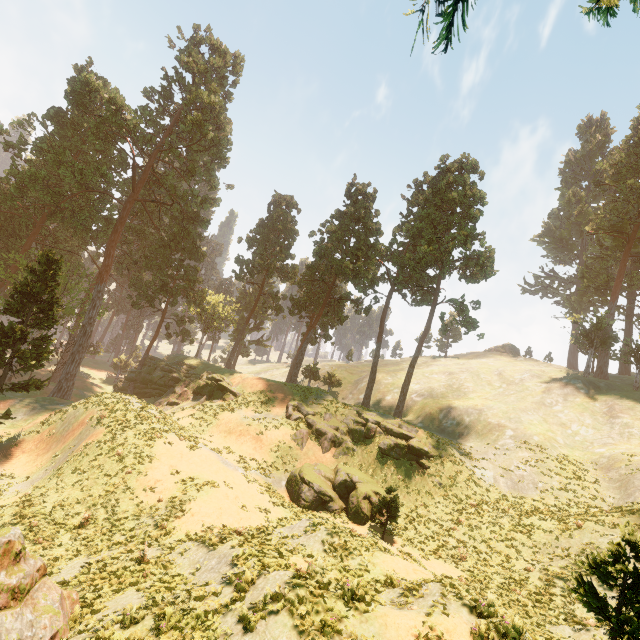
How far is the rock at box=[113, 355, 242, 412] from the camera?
36.7m

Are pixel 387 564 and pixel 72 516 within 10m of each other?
no

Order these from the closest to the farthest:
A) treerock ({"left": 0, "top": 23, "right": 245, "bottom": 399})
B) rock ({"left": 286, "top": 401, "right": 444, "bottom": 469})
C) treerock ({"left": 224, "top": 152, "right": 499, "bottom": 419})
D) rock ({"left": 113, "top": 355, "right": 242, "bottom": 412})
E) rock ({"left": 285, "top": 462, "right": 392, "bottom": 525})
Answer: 1. rock ({"left": 285, "top": 462, "right": 392, "bottom": 525})
2. treerock ({"left": 0, "top": 23, "right": 245, "bottom": 399})
3. rock ({"left": 286, "top": 401, "right": 444, "bottom": 469})
4. rock ({"left": 113, "top": 355, "right": 242, "bottom": 412})
5. treerock ({"left": 224, "top": 152, "right": 499, "bottom": 419})

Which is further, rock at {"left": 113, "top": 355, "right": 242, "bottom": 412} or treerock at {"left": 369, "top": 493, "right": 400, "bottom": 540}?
rock at {"left": 113, "top": 355, "right": 242, "bottom": 412}

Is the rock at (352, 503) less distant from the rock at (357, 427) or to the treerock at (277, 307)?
the rock at (357, 427)

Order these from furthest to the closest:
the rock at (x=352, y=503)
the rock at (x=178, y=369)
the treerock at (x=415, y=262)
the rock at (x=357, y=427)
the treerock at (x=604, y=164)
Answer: the treerock at (x=604, y=164) < the treerock at (x=415, y=262) < the rock at (x=178, y=369) < the rock at (x=357, y=427) < the rock at (x=352, y=503)

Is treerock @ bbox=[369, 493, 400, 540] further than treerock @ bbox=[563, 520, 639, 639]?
Yes

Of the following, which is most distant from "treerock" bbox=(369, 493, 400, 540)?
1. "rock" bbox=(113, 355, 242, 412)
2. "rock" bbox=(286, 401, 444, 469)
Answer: "rock" bbox=(286, 401, 444, 469)
